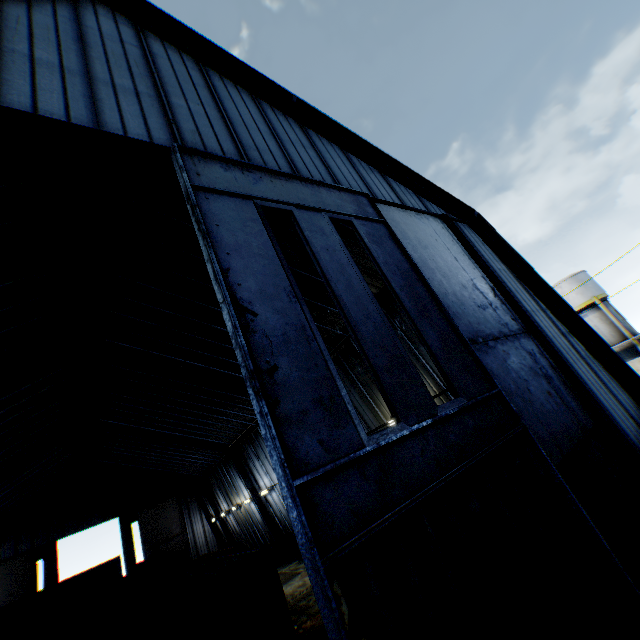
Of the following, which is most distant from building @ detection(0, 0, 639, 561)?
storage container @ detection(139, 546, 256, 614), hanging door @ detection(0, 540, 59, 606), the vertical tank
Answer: the vertical tank

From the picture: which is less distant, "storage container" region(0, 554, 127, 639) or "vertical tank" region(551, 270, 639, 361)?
"storage container" region(0, 554, 127, 639)

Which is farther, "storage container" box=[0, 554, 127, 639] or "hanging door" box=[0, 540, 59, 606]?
"hanging door" box=[0, 540, 59, 606]

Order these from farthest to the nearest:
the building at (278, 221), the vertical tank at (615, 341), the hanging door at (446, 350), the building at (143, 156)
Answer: the vertical tank at (615, 341)
the building at (278, 221)
the building at (143, 156)
the hanging door at (446, 350)

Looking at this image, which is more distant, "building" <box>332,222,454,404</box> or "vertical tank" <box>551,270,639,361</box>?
"vertical tank" <box>551,270,639,361</box>

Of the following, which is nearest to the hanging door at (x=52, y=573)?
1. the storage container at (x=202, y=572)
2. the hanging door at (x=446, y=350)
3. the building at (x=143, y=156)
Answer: the building at (x=143, y=156)

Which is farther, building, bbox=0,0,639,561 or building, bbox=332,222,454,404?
building, bbox=332,222,454,404

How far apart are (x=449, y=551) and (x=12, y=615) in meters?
27.2
